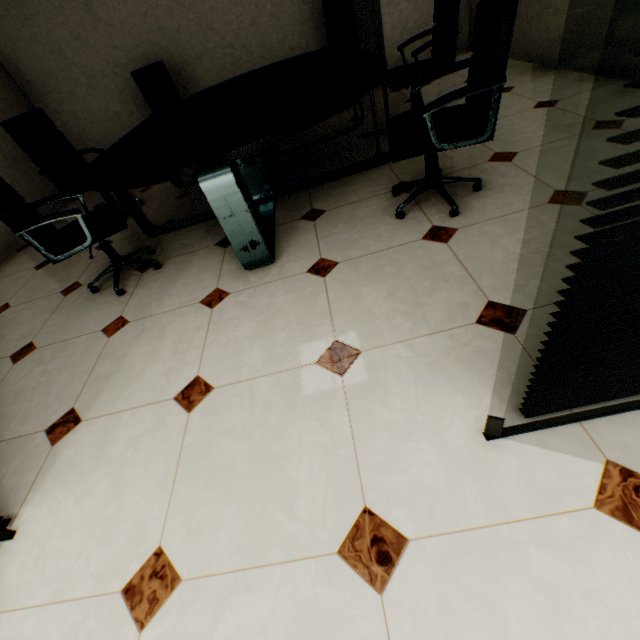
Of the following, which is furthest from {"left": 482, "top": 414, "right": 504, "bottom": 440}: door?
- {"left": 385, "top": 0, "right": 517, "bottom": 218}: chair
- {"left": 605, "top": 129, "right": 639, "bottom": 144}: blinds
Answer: {"left": 385, "top": 0, "right": 517, "bottom": 218}: chair

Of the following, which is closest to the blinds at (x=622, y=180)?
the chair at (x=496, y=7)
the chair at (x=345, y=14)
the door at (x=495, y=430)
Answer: the door at (x=495, y=430)

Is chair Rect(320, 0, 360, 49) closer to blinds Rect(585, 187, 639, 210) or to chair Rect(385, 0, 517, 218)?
chair Rect(385, 0, 517, 218)

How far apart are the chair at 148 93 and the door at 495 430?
5.0m

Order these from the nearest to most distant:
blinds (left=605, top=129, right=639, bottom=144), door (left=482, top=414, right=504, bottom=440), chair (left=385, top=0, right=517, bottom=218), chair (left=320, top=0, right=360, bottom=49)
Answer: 1. blinds (left=605, top=129, right=639, bottom=144)
2. door (left=482, top=414, right=504, bottom=440)
3. chair (left=385, top=0, right=517, bottom=218)
4. chair (left=320, top=0, right=360, bottom=49)

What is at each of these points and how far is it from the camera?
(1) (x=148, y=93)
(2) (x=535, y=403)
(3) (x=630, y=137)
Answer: (1) chair, 4.4 meters
(2) blinds, 1.0 meters
(3) blinds, 0.5 meters

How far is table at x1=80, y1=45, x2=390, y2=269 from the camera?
1.79m

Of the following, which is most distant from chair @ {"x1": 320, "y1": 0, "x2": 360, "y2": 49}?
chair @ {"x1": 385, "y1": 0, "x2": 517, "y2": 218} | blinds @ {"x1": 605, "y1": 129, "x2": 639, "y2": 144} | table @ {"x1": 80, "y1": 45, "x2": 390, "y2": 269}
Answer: blinds @ {"x1": 605, "y1": 129, "x2": 639, "y2": 144}
